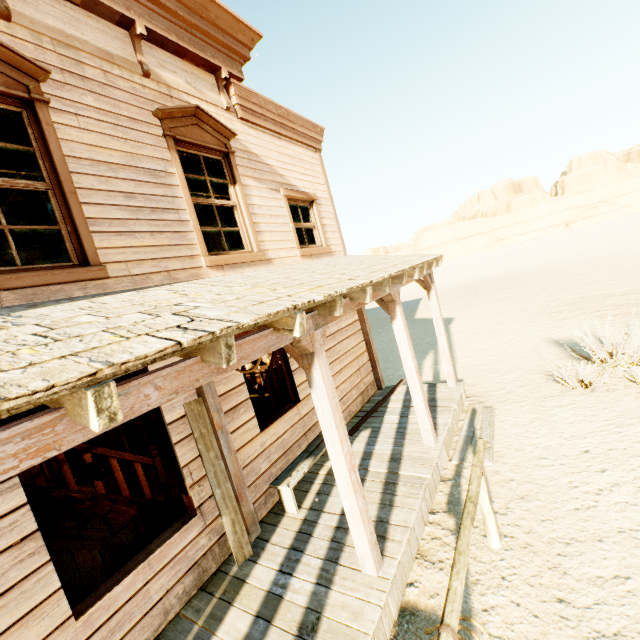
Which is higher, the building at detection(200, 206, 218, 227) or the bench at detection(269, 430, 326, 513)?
the building at detection(200, 206, 218, 227)

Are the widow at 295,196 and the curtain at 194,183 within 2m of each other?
yes

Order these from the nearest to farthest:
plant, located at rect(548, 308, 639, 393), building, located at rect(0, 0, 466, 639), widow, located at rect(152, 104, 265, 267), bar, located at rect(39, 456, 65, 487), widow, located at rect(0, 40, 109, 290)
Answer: building, located at rect(0, 0, 466, 639)
widow, located at rect(0, 40, 109, 290)
widow, located at rect(152, 104, 265, 267)
plant, located at rect(548, 308, 639, 393)
bar, located at rect(39, 456, 65, 487)

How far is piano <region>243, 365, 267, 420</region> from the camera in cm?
790

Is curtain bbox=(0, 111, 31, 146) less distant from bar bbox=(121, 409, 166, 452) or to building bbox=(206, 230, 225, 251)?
building bbox=(206, 230, 225, 251)

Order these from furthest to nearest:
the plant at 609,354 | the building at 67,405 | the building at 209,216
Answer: the building at 209,216
the plant at 609,354
the building at 67,405

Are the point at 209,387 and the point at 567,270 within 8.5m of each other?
no

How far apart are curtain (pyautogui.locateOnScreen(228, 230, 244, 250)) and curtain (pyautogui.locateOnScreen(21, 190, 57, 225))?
1.5m
